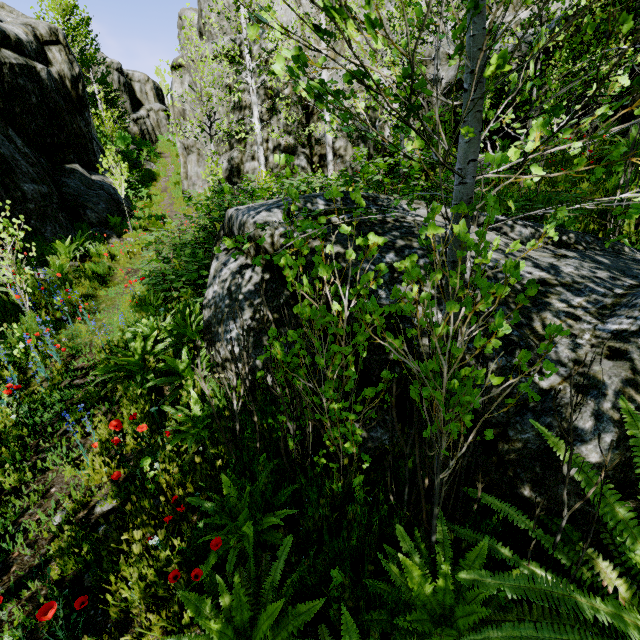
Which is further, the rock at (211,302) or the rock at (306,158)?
the rock at (306,158)

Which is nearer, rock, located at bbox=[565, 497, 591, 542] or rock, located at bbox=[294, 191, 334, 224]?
rock, located at bbox=[565, 497, 591, 542]

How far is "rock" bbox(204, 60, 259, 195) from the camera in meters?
15.9

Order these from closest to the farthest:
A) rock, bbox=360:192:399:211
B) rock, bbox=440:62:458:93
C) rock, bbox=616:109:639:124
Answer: rock, bbox=360:192:399:211 → rock, bbox=616:109:639:124 → rock, bbox=440:62:458:93

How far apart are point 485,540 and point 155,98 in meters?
60.2

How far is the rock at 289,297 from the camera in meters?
3.3 m
